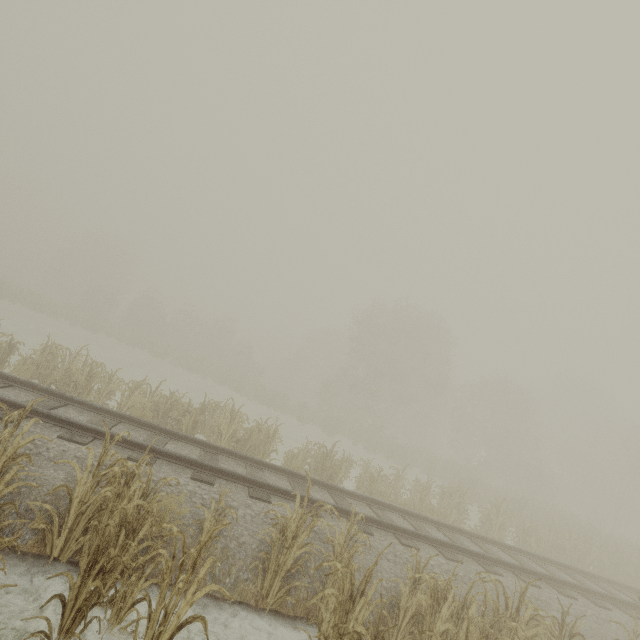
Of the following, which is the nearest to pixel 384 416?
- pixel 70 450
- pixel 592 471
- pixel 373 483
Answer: pixel 592 471

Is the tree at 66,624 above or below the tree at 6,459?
below

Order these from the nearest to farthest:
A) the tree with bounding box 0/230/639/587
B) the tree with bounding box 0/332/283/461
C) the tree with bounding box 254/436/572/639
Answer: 1. the tree with bounding box 254/436/572/639
2. the tree with bounding box 0/332/283/461
3. the tree with bounding box 0/230/639/587

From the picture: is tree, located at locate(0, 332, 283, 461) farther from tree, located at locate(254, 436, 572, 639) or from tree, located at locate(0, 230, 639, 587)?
tree, located at locate(0, 230, 639, 587)

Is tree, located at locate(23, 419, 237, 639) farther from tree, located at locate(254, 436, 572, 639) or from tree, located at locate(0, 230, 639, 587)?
tree, located at locate(0, 230, 639, 587)

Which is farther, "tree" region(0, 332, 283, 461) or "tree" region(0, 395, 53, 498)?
"tree" region(0, 332, 283, 461)

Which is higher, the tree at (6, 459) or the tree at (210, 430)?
the tree at (6, 459)

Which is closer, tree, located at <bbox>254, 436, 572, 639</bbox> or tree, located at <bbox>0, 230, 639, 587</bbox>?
tree, located at <bbox>254, 436, 572, 639</bbox>
